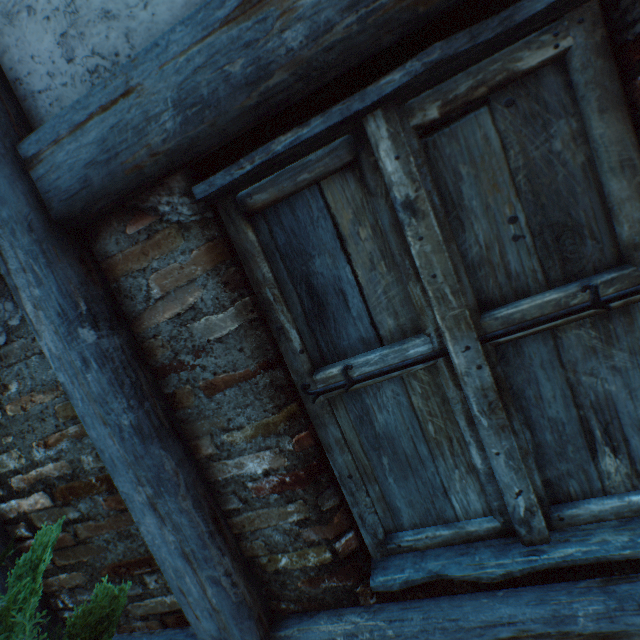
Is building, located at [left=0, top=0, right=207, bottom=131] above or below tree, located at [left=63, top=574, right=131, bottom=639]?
above

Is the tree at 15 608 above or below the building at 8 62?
below

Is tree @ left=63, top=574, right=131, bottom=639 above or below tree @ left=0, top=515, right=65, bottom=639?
below

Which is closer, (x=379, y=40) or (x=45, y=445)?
(x=379, y=40)

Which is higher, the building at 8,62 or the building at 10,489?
the building at 8,62

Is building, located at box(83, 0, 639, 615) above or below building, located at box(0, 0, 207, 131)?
below
